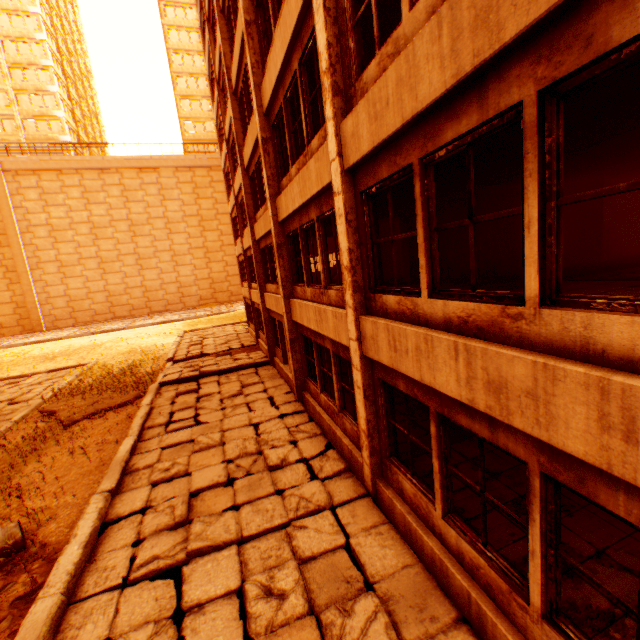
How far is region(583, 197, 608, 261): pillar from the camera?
10.4m

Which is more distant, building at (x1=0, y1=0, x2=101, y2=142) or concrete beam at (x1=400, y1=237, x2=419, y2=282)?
building at (x1=0, y1=0, x2=101, y2=142)

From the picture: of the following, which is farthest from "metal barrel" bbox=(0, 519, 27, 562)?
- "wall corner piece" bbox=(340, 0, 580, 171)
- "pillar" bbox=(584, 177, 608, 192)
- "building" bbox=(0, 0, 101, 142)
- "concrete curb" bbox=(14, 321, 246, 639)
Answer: "building" bbox=(0, 0, 101, 142)

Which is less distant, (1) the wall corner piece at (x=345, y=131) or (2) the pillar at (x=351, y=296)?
(1) the wall corner piece at (x=345, y=131)

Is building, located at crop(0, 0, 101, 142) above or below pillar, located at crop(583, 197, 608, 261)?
above

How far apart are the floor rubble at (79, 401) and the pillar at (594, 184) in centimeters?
1767cm

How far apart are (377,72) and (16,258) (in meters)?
46.29

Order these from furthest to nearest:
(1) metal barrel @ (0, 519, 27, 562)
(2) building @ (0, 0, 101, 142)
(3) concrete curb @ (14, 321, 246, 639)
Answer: (2) building @ (0, 0, 101, 142) → (1) metal barrel @ (0, 519, 27, 562) → (3) concrete curb @ (14, 321, 246, 639)
